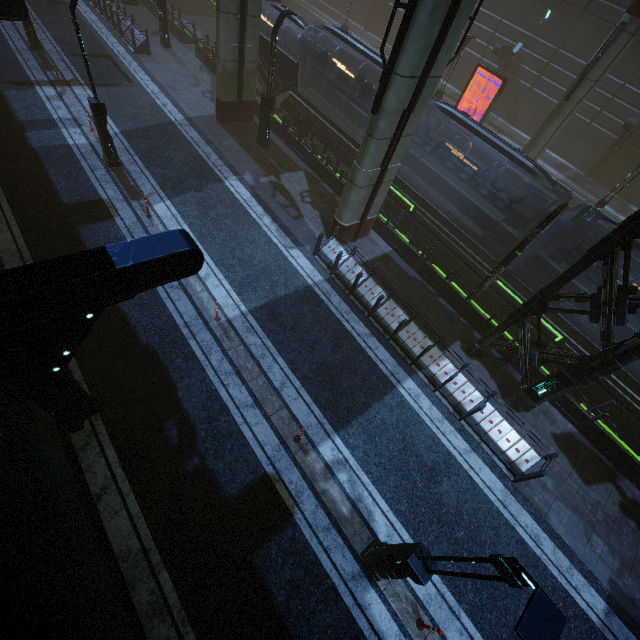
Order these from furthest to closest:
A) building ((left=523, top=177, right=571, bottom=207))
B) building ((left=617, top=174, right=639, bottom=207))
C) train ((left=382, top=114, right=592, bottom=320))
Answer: building ((left=617, top=174, right=639, bottom=207)), building ((left=523, top=177, right=571, bottom=207)), train ((left=382, top=114, right=592, bottom=320))

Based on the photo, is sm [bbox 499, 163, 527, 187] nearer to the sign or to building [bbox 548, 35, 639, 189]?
building [bbox 548, 35, 639, 189]

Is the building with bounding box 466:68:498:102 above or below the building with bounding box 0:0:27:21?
below

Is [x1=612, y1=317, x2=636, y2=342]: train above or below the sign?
above

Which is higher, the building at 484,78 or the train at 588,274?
the train at 588,274

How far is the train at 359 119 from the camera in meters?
15.7 m

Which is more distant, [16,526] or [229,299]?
[229,299]

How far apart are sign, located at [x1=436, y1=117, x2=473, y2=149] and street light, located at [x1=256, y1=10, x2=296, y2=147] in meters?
14.0 m
